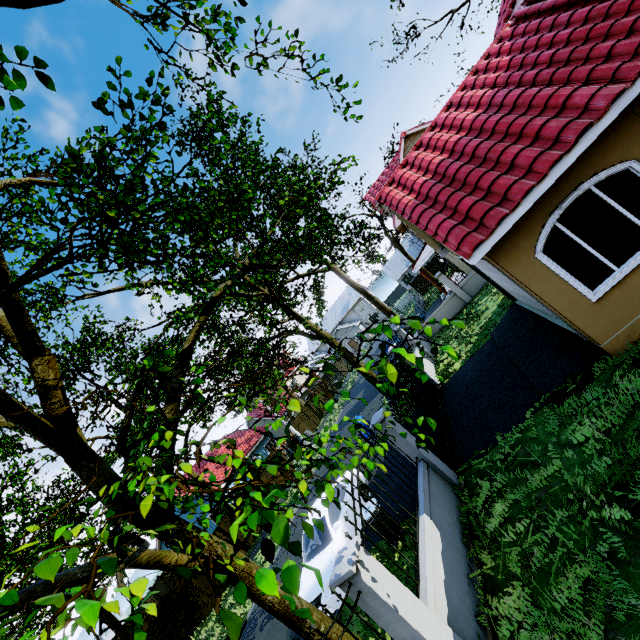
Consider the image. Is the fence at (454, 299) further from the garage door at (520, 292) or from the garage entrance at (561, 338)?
the garage door at (520, 292)

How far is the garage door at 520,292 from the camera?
6.27m

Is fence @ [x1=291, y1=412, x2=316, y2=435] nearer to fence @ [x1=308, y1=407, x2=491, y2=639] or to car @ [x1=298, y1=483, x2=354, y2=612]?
car @ [x1=298, y1=483, x2=354, y2=612]

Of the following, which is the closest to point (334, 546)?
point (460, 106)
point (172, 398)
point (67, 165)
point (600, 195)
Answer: point (172, 398)

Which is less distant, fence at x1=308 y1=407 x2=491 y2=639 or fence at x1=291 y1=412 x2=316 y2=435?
fence at x1=308 y1=407 x2=491 y2=639

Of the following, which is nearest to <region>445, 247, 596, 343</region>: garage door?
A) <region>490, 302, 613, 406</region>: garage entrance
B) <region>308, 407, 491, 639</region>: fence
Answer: <region>490, 302, 613, 406</region>: garage entrance

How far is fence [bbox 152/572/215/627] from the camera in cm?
1684

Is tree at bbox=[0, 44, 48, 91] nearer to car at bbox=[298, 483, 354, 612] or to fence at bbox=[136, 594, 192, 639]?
fence at bbox=[136, 594, 192, 639]
